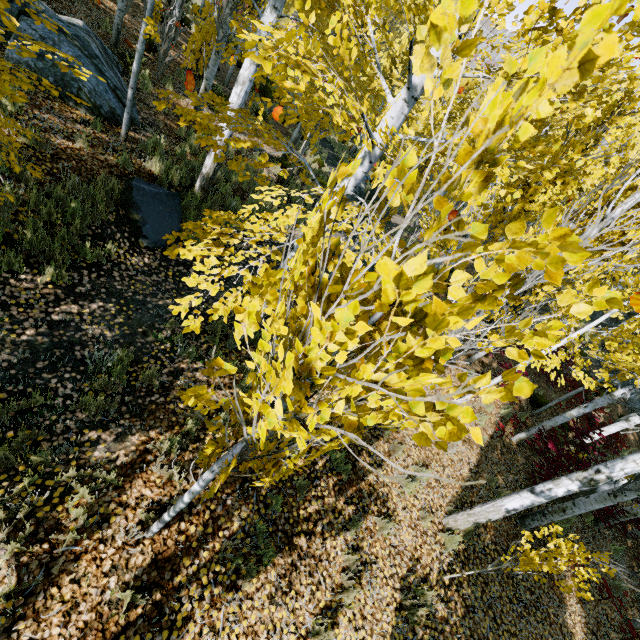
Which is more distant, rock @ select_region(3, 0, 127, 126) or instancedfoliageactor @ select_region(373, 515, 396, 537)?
rock @ select_region(3, 0, 127, 126)

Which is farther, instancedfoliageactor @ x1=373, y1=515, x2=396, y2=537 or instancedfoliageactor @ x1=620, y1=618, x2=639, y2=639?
instancedfoliageactor @ x1=620, y1=618, x2=639, y2=639

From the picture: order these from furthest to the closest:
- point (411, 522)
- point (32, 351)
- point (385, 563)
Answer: point (411, 522), point (385, 563), point (32, 351)

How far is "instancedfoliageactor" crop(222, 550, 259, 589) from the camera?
3.5m

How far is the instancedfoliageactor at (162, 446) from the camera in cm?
375

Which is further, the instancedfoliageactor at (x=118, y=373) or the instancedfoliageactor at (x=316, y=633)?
the instancedfoliageactor at (x=118, y=373)
